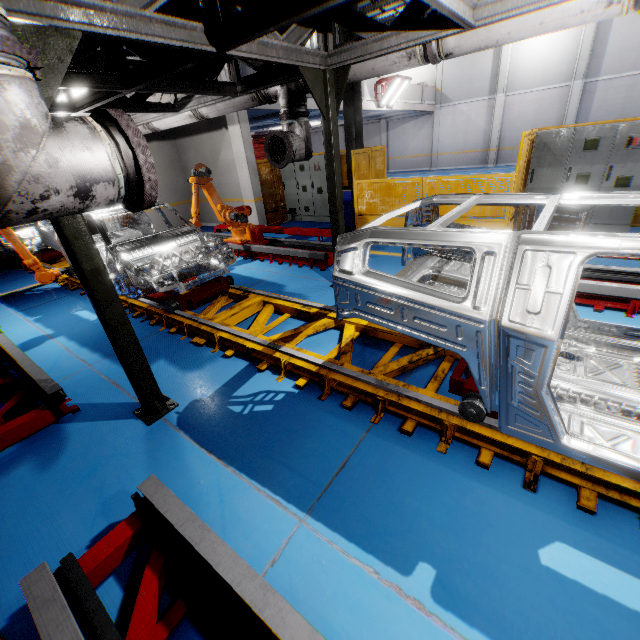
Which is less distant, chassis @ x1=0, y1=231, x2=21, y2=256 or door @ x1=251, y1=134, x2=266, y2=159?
chassis @ x1=0, y1=231, x2=21, y2=256

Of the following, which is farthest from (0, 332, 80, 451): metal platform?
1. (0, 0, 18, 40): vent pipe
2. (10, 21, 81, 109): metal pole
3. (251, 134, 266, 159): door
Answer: (251, 134, 266, 159): door

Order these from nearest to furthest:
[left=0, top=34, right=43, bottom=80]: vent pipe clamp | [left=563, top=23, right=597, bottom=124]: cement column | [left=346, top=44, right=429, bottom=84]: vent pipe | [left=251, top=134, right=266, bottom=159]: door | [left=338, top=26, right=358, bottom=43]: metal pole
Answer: [left=0, top=34, right=43, bottom=80]: vent pipe clamp, [left=346, top=44, right=429, bottom=84]: vent pipe, [left=338, top=26, right=358, bottom=43]: metal pole, [left=563, top=23, right=597, bottom=124]: cement column, [left=251, top=134, right=266, bottom=159]: door

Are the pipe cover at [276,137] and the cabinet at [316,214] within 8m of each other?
yes

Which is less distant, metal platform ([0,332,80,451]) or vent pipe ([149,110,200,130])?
metal platform ([0,332,80,451])

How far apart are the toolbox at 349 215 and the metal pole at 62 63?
7.6m

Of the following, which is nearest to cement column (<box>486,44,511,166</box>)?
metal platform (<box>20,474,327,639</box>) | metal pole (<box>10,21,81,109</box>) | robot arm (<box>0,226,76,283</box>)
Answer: robot arm (<box>0,226,76,283</box>)

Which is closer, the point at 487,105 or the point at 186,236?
the point at 186,236
